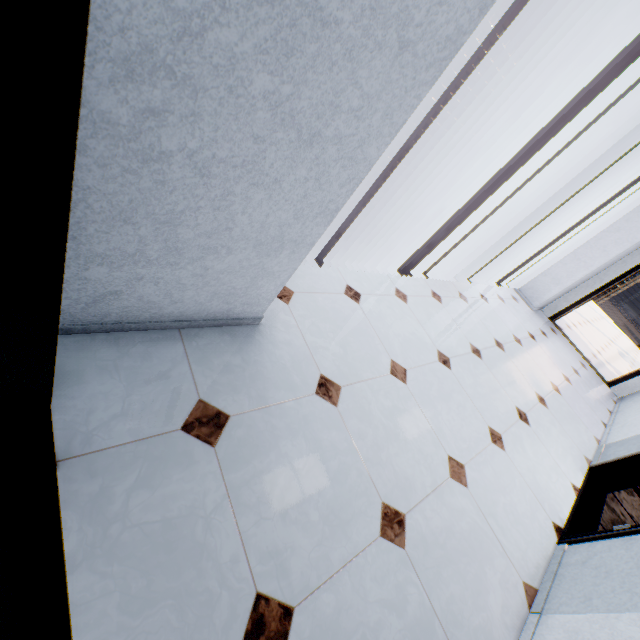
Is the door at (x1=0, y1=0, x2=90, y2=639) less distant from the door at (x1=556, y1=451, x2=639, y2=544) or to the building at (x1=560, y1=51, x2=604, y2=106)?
the door at (x1=556, y1=451, x2=639, y2=544)

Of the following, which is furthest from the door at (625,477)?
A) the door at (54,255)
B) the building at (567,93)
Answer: the building at (567,93)

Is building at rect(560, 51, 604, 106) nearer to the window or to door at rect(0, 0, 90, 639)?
the window

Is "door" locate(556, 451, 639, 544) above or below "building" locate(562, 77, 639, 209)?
below

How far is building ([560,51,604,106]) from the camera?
56.47m

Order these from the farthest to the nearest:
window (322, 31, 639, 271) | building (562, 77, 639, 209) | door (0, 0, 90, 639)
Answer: building (562, 77, 639, 209), window (322, 31, 639, 271), door (0, 0, 90, 639)

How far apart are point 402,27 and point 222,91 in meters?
0.5 m

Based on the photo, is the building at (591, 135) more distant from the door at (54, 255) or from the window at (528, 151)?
the door at (54, 255)
